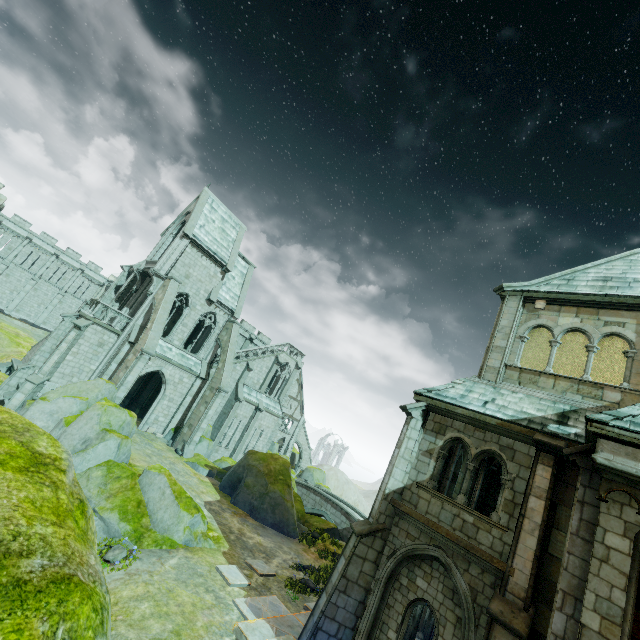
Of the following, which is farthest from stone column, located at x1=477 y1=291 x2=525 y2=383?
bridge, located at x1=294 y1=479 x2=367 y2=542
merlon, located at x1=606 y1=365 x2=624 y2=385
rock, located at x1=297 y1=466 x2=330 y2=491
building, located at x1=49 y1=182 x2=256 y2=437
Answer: rock, located at x1=297 y1=466 x2=330 y2=491

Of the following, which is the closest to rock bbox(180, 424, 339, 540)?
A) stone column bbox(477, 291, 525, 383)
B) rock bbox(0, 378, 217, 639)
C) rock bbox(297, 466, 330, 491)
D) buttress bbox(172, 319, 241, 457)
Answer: buttress bbox(172, 319, 241, 457)

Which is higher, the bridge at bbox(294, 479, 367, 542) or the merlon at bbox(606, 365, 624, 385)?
the merlon at bbox(606, 365, 624, 385)

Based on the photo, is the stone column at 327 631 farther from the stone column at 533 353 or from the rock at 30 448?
the rock at 30 448

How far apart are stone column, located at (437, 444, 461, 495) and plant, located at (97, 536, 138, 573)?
10.8 meters

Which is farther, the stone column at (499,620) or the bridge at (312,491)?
the bridge at (312,491)

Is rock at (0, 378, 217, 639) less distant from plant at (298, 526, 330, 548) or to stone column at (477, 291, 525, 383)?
stone column at (477, 291, 525, 383)

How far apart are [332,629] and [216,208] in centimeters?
3099cm
